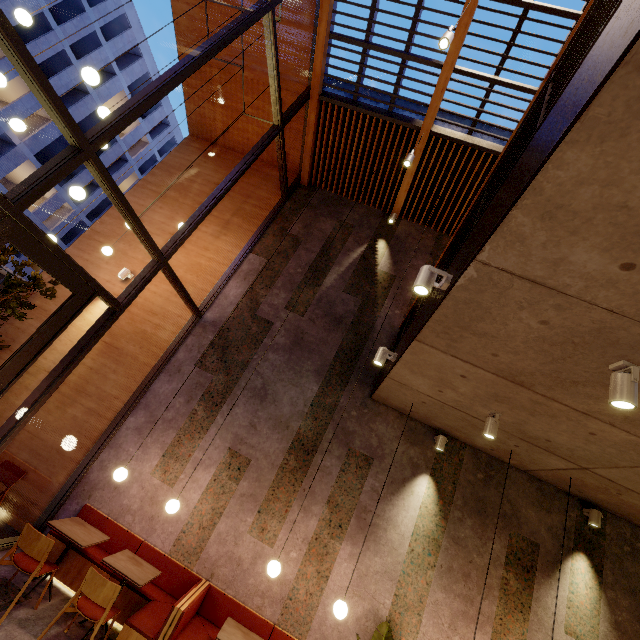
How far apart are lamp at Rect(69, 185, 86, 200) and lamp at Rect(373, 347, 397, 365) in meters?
4.8 m

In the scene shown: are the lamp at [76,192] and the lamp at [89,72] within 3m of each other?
yes

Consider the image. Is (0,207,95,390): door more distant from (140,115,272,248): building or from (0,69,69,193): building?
(0,69,69,193): building

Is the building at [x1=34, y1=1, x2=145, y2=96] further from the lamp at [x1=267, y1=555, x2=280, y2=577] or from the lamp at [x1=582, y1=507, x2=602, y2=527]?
the lamp at [x1=582, y1=507, x2=602, y2=527]

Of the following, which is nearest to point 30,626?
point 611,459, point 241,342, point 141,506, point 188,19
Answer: point 141,506

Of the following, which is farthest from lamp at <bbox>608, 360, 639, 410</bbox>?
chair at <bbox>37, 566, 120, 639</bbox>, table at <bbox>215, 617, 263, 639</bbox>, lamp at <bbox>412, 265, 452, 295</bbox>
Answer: chair at <bbox>37, 566, 120, 639</bbox>

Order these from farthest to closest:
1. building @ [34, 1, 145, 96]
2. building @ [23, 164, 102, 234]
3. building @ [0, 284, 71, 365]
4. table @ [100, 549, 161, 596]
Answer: building @ [23, 164, 102, 234] → building @ [34, 1, 145, 96] → building @ [0, 284, 71, 365] → table @ [100, 549, 161, 596]

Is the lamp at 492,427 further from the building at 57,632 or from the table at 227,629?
the table at 227,629
